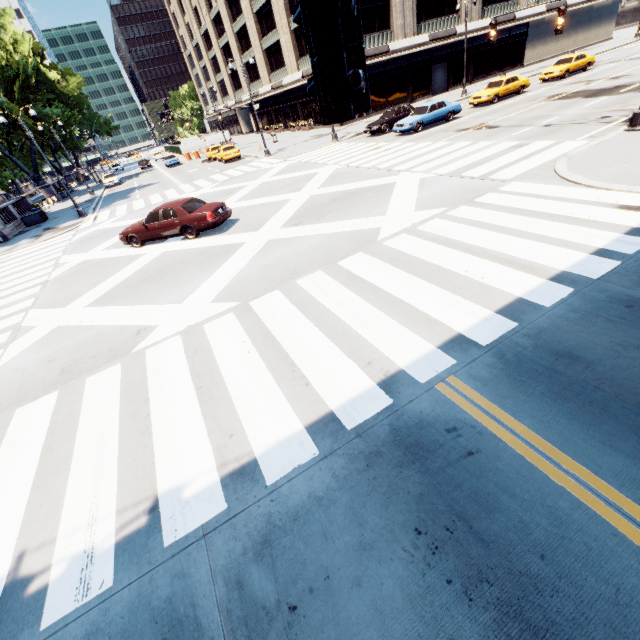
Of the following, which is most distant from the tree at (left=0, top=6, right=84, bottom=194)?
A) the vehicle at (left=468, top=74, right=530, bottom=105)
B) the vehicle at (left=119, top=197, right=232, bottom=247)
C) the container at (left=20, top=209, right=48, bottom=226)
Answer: the vehicle at (left=468, top=74, right=530, bottom=105)

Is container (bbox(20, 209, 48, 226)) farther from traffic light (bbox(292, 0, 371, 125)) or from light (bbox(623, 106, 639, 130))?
light (bbox(623, 106, 639, 130))

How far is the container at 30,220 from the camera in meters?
27.5 m

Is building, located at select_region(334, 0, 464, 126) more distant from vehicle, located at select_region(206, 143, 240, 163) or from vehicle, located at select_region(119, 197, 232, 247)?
vehicle, located at select_region(119, 197, 232, 247)

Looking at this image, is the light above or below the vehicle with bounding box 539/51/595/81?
below

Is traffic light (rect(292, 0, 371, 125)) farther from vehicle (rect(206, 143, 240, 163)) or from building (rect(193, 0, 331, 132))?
building (rect(193, 0, 331, 132))

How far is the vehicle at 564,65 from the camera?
27.4m

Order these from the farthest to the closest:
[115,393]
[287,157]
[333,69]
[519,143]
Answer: [287,157]
[519,143]
[115,393]
[333,69]
